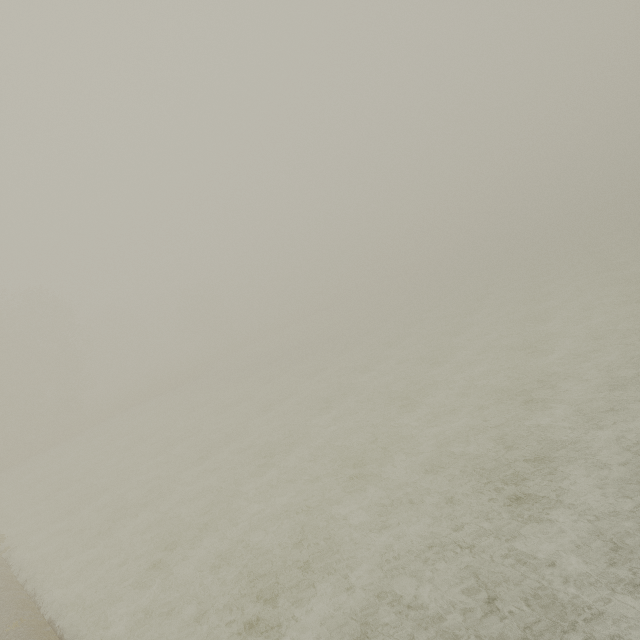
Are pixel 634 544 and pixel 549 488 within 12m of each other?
yes
